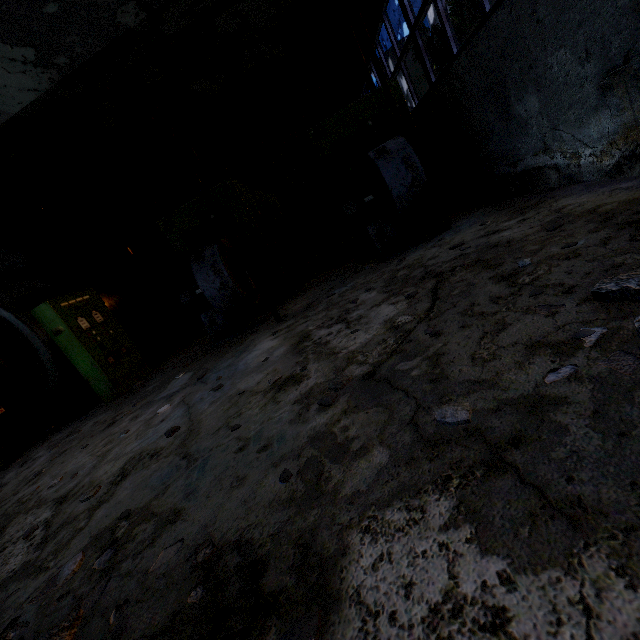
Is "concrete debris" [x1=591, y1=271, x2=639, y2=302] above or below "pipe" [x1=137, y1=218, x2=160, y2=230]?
below

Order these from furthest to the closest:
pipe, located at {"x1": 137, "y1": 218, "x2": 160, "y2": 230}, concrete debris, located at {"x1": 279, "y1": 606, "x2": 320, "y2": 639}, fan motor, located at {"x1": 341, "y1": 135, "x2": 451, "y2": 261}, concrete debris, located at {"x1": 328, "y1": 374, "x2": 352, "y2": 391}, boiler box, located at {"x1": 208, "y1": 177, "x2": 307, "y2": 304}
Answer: pipe, located at {"x1": 137, "y1": 218, "x2": 160, "y2": 230}, boiler box, located at {"x1": 208, "y1": 177, "x2": 307, "y2": 304}, fan motor, located at {"x1": 341, "y1": 135, "x2": 451, "y2": 261}, concrete debris, located at {"x1": 328, "y1": 374, "x2": 352, "y2": 391}, concrete debris, located at {"x1": 279, "y1": 606, "x2": 320, "y2": 639}

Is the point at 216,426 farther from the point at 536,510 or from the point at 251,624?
the point at 536,510

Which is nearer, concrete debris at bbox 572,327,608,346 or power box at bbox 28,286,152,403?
concrete debris at bbox 572,327,608,346

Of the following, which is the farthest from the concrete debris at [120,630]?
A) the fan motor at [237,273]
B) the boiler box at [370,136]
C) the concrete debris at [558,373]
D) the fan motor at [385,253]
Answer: the boiler box at [370,136]

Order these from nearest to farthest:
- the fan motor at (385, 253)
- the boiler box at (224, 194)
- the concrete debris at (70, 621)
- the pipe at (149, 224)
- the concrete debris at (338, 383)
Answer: the concrete debris at (70, 621), the concrete debris at (338, 383), the fan motor at (385, 253), the boiler box at (224, 194), the pipe at (149, 224)

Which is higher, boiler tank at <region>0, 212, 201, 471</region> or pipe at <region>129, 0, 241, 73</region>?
pipe at <region>129, 0, 241, 73</region>

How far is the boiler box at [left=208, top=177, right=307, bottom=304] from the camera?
7.2m
